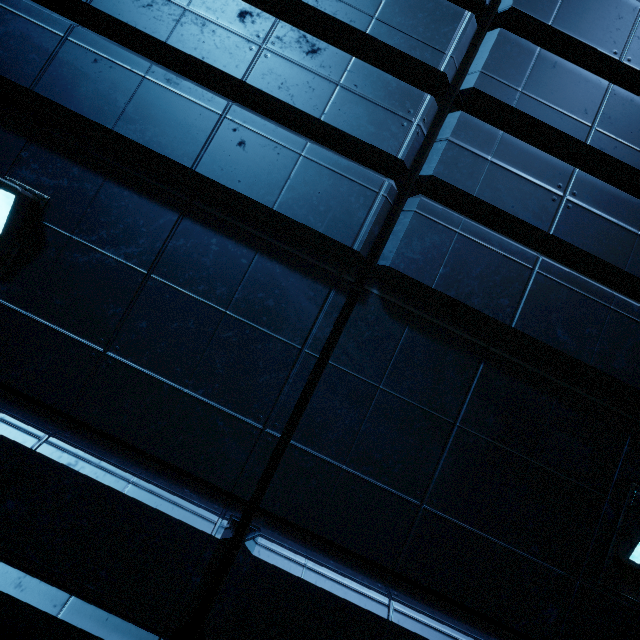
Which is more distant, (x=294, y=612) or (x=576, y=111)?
(x=576, y=111)
